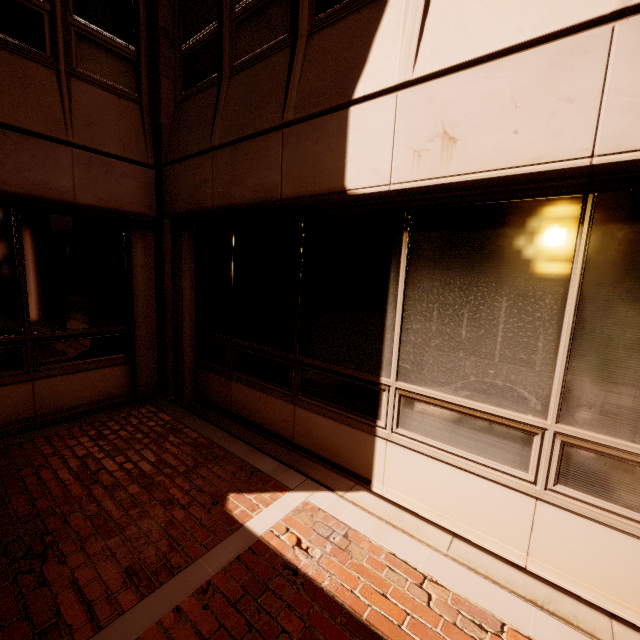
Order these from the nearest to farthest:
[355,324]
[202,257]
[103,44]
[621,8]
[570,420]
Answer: [621,8]
[570,420]
[355,324]
[103,44]
[202,257]
